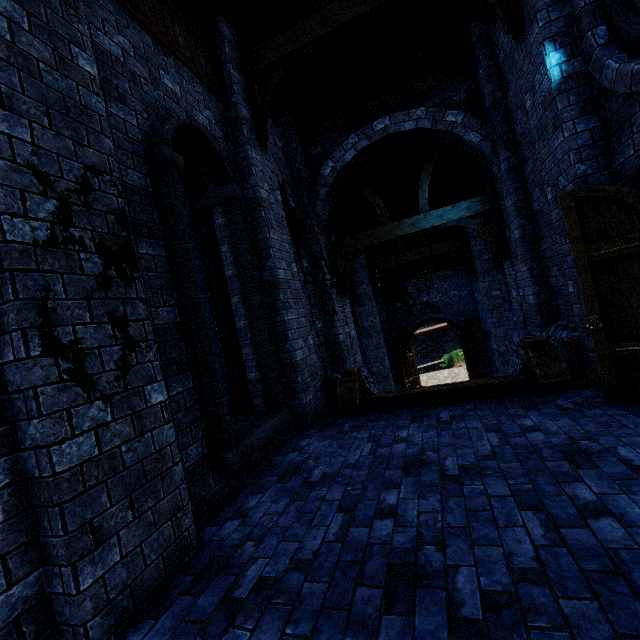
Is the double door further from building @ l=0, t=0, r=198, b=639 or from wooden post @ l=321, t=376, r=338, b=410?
wooden post @ l=321, t=376, r=338, b=410

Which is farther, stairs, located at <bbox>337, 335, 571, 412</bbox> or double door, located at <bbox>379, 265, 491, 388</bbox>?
double door, located at <bbox>379, 265, 491, 388</bbox>

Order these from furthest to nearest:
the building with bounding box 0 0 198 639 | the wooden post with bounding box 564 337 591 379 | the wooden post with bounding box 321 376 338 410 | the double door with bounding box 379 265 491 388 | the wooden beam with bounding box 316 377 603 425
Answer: the double door with bounding box 379 265 491 388 → the wooden post with bounding box 321 376 338 410 → the wooden post with bounding box 564 337 591 379 → the wooden beam with bounding box 316 377 603 425 → the building with bounding box 0 0 198 639

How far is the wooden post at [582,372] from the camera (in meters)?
5.13

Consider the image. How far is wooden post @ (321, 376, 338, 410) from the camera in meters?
6.5

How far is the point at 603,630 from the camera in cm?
153

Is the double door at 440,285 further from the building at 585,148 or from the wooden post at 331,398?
the wooden post at 331,398

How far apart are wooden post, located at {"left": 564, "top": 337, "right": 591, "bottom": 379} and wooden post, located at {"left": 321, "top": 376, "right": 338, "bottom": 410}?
4.1 meters
